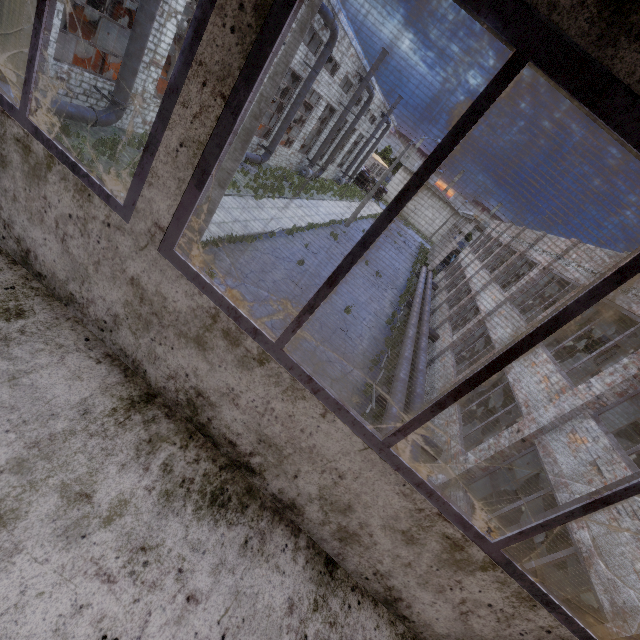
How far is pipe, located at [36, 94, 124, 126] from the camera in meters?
11.2

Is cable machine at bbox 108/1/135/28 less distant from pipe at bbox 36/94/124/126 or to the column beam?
pipe at bbox 36/94/124/126

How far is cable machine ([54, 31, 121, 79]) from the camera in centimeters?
1374cm

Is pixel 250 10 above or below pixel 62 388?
above

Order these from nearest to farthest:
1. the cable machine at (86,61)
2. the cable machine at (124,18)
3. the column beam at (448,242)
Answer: the cable machine at (86,61), the cable machine at (124,18), the column beam at (448,242)

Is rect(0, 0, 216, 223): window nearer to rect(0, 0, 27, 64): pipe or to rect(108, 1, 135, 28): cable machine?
rect(0, 0, 27, 64): pipe

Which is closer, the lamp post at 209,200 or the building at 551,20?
the building at 551,20

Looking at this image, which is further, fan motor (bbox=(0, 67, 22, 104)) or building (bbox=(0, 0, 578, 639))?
fan motor (bbox=(0, 67, 22, 104))
